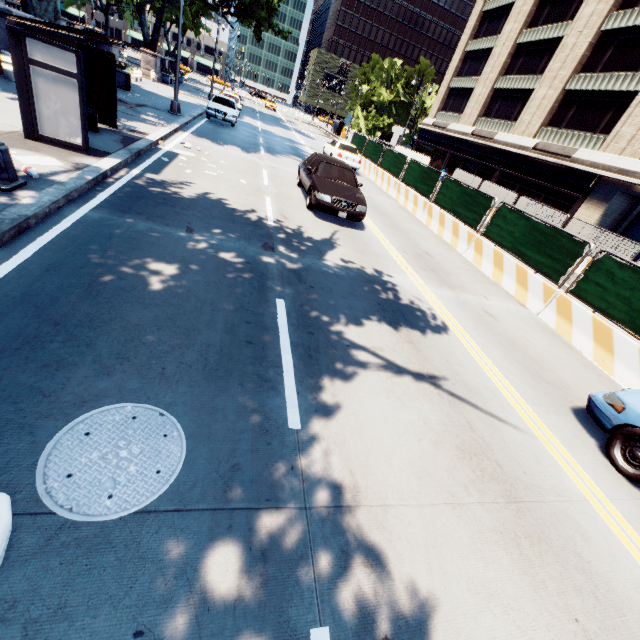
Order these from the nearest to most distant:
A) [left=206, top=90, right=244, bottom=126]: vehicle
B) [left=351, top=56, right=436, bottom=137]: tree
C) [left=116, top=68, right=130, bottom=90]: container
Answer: [left=116, top=68, right=130, bottom=90]: container, [left=206, top=90, right=244, bottom=126]: vehicle, [left=351, top=56, right=436, bottom=137]: tree

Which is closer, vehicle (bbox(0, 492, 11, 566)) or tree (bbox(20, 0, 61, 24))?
vehicle (bbox(0, 492, 11, 566))

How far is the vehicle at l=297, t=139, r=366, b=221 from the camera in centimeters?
984cm

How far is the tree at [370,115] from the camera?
53.90m

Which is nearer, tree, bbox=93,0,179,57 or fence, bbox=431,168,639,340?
fence, bbox=431,168,639,340

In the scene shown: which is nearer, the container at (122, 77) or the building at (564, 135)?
the container at (122, 77)

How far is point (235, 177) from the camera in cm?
1105

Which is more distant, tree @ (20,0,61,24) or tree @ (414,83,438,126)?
tree @ (414,83,438,126)
